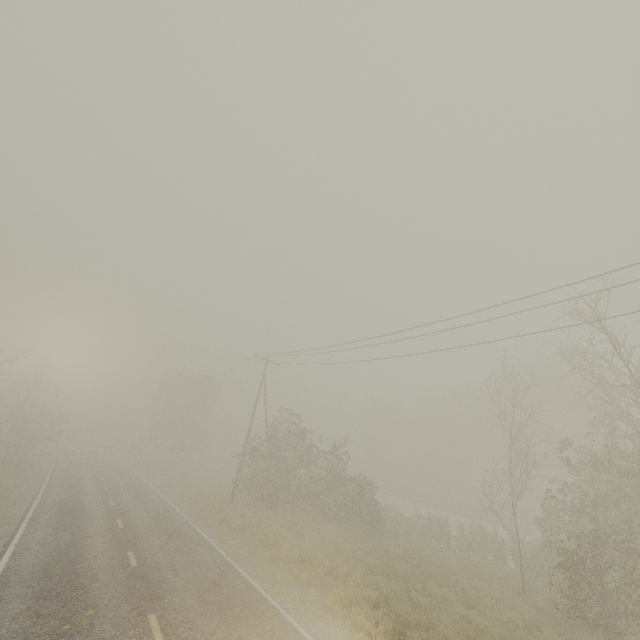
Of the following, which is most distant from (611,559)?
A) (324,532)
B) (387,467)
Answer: (387,467)
